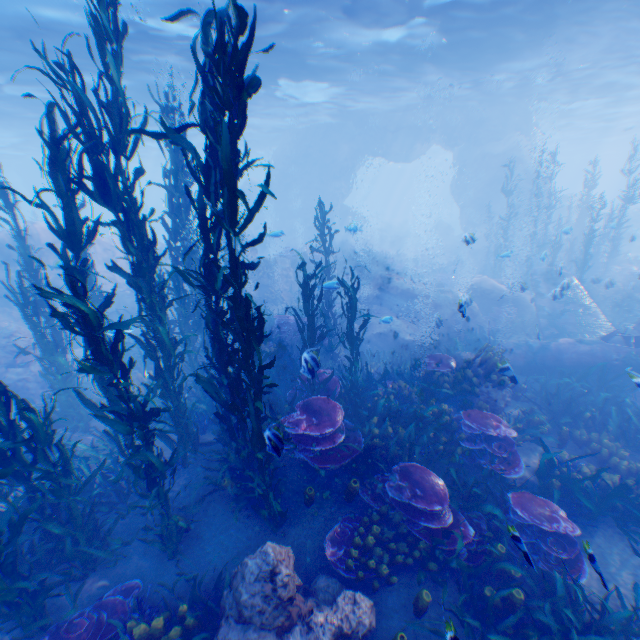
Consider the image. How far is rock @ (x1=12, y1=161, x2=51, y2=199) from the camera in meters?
45.3 m

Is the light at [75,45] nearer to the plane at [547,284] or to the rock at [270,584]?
the rock at [270,584]

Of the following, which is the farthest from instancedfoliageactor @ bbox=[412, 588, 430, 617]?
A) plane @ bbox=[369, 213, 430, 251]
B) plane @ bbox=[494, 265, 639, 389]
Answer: plane @ bbox=[369, 213, 430, 251]

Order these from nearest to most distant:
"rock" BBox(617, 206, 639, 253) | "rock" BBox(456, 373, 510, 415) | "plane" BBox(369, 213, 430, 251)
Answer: "rock" BBox(456, 373, 510, 415) → "rock" BBox(617, 206, 639, 253) → "plane" BBox(369, 213, 430, 251)

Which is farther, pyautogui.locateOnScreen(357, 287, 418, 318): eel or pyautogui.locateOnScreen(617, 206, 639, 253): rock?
pyautogui.locateOnScreen(617, 206, 639, 253): rock

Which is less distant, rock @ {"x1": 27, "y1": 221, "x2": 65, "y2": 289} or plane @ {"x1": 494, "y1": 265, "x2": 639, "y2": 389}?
plane @ {"x1": 494, "y1": 265, "x2": 639, "y2": 389}

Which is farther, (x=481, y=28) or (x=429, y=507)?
(x=481, y=28)

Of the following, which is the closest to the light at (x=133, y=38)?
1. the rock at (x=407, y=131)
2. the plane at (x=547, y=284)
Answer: the rock at (x=407, y=131)
